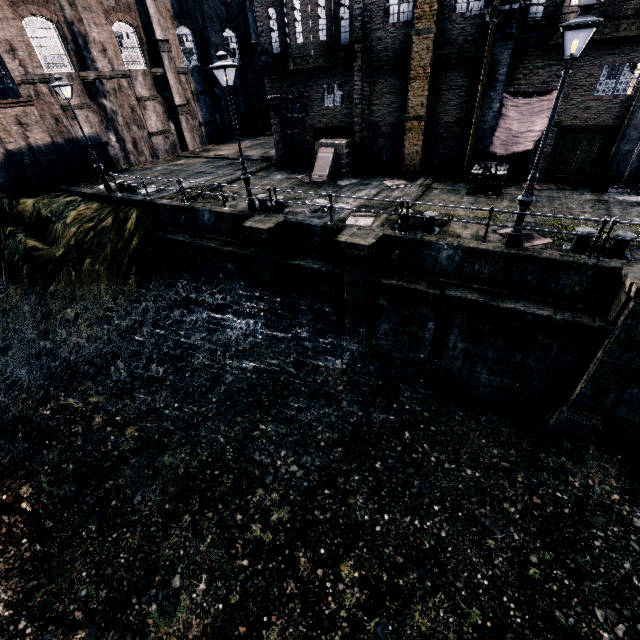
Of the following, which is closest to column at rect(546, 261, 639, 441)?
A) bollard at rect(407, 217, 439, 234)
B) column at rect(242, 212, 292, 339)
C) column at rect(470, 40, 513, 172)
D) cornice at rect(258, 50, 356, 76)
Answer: bollard at rect(407, 217, 439, 234)

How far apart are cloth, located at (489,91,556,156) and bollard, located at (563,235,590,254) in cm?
774

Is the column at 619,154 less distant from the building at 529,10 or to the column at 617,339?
the building at 529,10

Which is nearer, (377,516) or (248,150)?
(377,516)

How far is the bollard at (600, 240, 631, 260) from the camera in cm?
974

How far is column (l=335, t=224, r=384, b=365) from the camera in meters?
12.0

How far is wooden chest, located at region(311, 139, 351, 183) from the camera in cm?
1862

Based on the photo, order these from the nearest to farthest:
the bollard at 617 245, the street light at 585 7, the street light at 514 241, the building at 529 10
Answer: the street light at 585 7
the bollard at 617 245
the street light at 514 241
the building at 529 10
